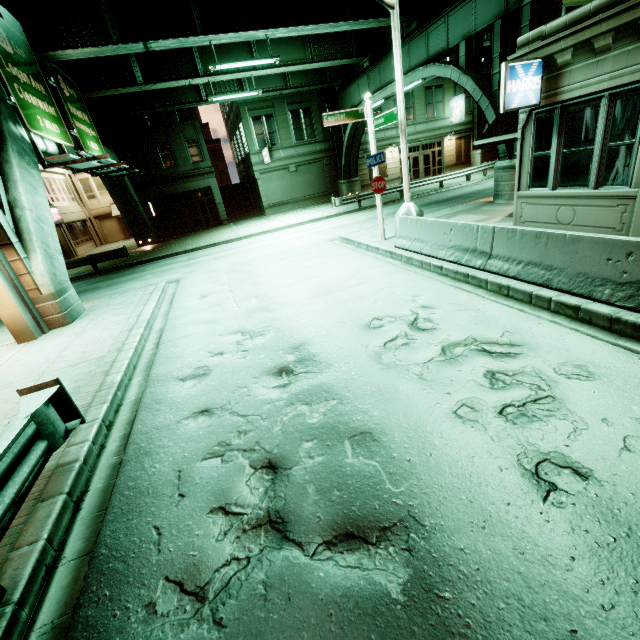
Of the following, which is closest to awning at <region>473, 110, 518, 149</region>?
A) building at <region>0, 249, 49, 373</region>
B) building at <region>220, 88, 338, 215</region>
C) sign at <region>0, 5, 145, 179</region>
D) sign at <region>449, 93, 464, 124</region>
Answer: sign at <region>0, 5, 145, 179</region>

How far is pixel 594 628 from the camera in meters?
2.1

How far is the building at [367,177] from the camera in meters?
31.0

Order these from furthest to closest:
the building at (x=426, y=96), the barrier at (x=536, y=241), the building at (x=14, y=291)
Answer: the building at (x=426, y=96) < the building at (x=14, y=291) < the barrier at (x=536, y=241)

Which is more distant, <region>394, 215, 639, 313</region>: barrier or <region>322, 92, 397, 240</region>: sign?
<region>322, 92, 397, 240</region>: sign

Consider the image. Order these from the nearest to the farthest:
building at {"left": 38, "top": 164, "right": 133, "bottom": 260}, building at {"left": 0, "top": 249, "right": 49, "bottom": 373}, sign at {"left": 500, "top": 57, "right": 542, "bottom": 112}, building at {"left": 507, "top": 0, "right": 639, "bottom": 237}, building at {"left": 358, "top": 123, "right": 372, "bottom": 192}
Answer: building at {"left": 507, "top": 0, "right": 639, "bottom": 237}, sign at {"left": 500, "top": 57, "right": 542, "bottom": 112}, building at {"left": 0, "top": 249, "right": 49, "bottom": 373}, building at {"left": 38, "top": 164, "right": 133, "bottom": 260}, building at {"left": 358, "top": 123, "right": 372, "bottom": 192}

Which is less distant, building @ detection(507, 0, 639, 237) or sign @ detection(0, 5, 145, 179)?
building @ detection(507, 0, 639, 237)

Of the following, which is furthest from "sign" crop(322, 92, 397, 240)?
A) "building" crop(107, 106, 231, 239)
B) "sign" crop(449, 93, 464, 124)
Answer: "sign" crop(449, 93, 464, 124)
